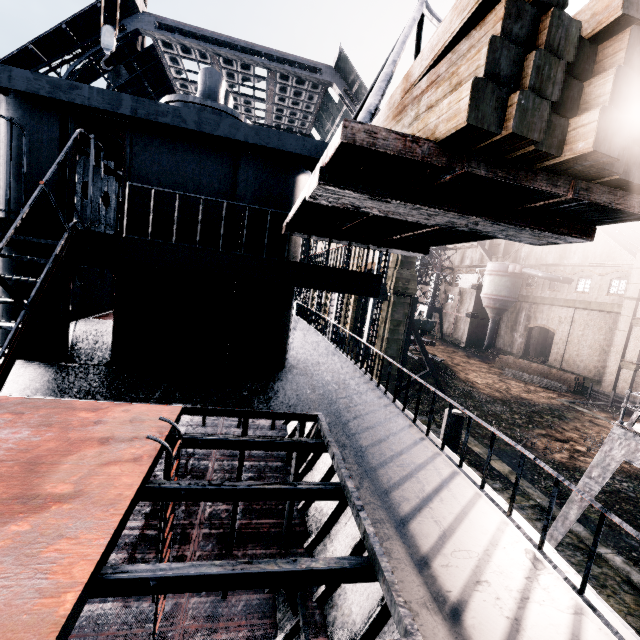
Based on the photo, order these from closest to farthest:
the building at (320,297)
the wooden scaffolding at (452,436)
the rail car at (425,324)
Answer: the wooden scaffolding at (452,436), the building at (320,297), the rail car at (425,324)

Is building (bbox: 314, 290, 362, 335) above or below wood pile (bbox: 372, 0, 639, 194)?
below

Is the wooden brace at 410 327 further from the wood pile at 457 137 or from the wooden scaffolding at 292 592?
the wooden scaffolding at 292 592

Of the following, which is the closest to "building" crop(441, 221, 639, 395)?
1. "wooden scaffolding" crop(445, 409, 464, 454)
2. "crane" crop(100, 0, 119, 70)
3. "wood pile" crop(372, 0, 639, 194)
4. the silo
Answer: the silo

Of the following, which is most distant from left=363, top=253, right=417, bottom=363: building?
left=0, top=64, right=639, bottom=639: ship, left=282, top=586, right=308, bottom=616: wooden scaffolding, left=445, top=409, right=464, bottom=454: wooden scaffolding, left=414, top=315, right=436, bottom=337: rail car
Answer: left=282, top=586, right=308, bottom=616: wooden scaffolding

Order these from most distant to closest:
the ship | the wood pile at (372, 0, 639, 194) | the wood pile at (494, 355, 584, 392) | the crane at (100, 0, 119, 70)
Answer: the wood pile at (494, 355, 584, 392) → the crane at (100, 0, 119, 70) → the ship → the wood pile at (372, 0, 639, 194)

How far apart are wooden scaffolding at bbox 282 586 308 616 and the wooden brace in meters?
22.3

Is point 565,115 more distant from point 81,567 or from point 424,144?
point 81,567
